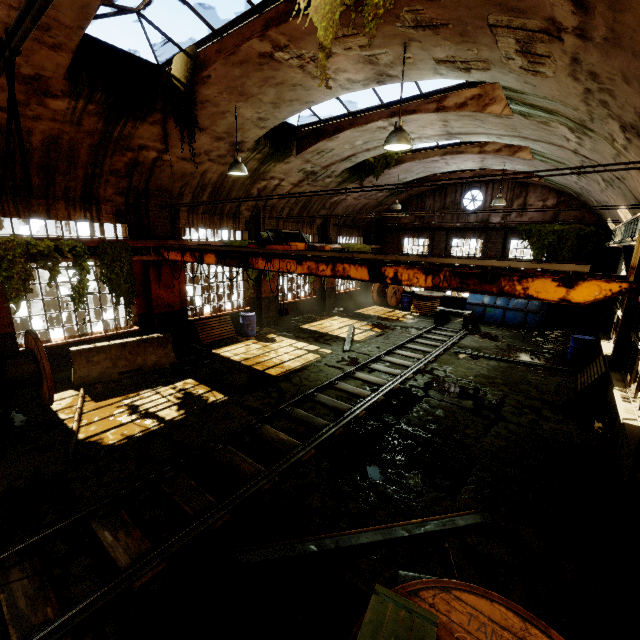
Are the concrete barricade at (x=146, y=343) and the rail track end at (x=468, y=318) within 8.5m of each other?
no

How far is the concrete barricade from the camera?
8.9m

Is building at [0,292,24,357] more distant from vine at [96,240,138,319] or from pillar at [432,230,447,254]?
pillar at [432,230,447,254]

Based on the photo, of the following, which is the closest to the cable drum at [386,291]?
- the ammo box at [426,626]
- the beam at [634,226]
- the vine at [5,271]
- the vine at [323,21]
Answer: the beam at [634,226]

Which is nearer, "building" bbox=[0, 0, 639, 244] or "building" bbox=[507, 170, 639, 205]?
"building" bbox=[0, 0, 639, 244]

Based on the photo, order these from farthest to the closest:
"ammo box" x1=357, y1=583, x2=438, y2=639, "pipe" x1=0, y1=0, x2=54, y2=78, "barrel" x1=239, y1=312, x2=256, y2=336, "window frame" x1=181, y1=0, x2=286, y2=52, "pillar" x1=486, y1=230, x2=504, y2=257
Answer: "pillar" x1=486, y1=230, x2=504, y2=257, "barrel" x1=239, y1=312, x2=256, y2=336, "window frame" x1=181, y1=0, x2=286, y2=52, "ammo box" x1=357, y1=583, x2=438, y2=639, "pipe" x1=0, y1=0, x2=54, y2=78

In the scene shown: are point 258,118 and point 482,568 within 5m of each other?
no

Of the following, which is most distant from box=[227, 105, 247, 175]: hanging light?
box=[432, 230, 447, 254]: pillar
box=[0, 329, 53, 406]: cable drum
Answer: box=[432, 230, 447, 254]: pillar
